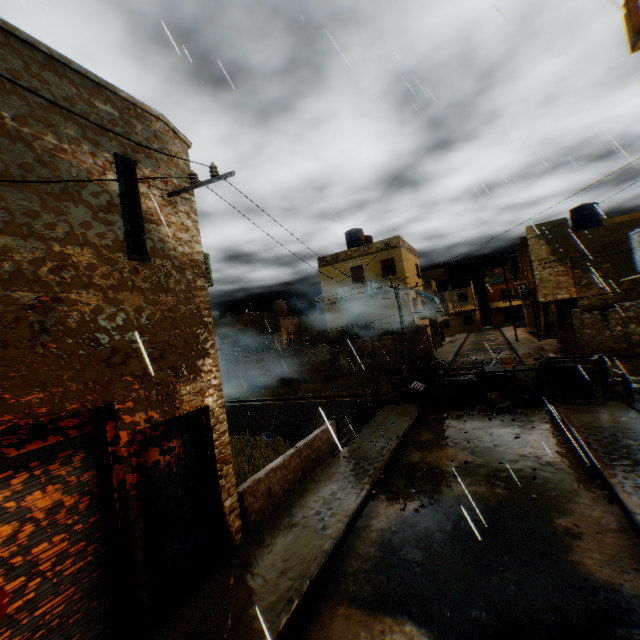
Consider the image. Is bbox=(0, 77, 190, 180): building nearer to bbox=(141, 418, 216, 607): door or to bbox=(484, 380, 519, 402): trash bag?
bbox=(141, 418, 216, 607): door

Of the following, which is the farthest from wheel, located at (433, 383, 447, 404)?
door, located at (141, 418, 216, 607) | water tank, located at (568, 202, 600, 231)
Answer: water tank, located at (568, 202, 600, 231)

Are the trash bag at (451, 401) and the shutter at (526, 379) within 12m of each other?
yes

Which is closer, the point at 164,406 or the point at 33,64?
the point at 33,64

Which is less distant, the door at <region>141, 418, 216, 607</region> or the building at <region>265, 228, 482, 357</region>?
the door at <region>141, 418, 216, 607</region>

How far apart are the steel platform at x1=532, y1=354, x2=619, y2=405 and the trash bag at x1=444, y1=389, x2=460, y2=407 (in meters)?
2.92

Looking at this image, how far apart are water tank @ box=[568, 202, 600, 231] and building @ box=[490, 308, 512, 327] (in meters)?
35.29

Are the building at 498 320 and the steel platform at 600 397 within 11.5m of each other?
no
